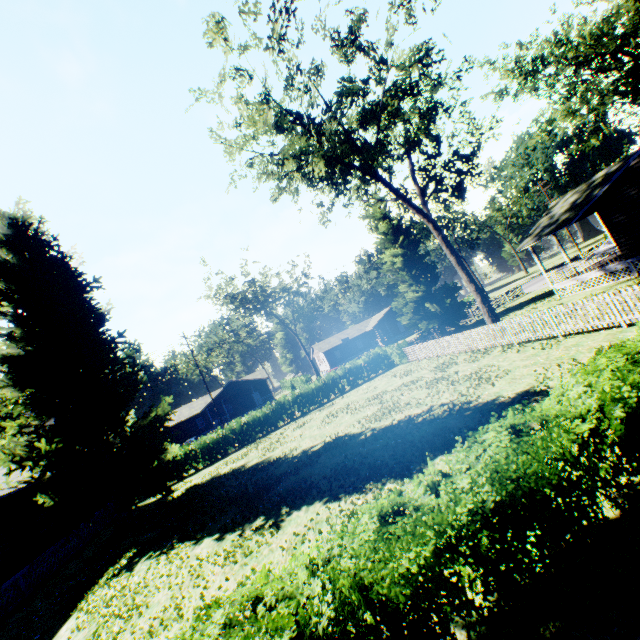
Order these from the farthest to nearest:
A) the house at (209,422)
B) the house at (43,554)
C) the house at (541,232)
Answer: the house at (209,422)
the house at (541,232)
the house at (43,554)

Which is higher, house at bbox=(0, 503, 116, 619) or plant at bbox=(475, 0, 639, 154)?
plant at bbox=(475, 0, 639, 154)

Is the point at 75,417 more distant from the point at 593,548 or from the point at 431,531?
the point at 593,548

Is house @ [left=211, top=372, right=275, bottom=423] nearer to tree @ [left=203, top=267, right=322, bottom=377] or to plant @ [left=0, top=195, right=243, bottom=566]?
tree @ [left=203, top=267, right=322, bottom=377]

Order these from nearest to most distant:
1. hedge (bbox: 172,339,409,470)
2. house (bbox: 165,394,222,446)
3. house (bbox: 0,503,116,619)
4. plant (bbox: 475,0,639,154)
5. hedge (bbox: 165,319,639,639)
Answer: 1. hedge (bbox: 165,319,639,639)
2. house (bbox: 0,503,116,619)
3. hedge (bbox: 172,339,409,470)
4. plant (bbox: 475,0,639,154)
5. house (bbox: 165,394,222,446)

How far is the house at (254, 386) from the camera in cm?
5060

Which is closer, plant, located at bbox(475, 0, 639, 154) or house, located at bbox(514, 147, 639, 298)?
house, located at bbox(514, 147, 639, 298)

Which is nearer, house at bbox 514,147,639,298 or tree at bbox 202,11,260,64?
tree at bbox 202,11,260,64
